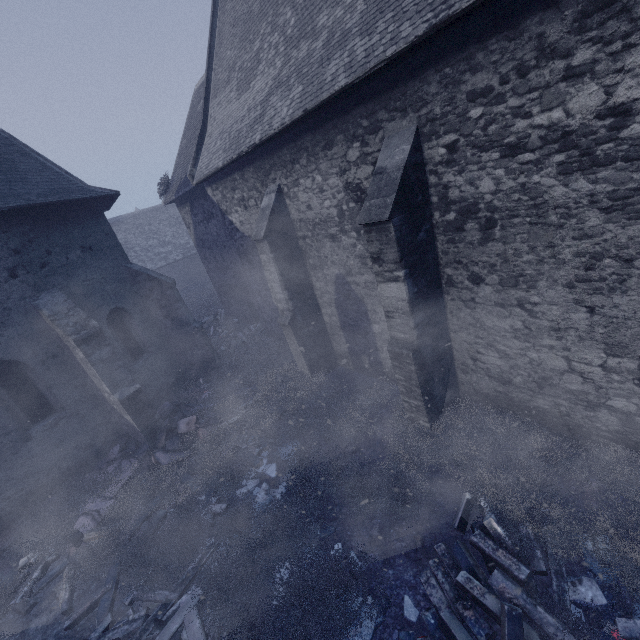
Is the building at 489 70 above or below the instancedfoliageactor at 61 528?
above

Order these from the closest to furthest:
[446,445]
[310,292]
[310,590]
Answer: [310,590]
[446,445]
[310,292]

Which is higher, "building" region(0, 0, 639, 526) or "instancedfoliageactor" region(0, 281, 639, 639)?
"building" region(0, 0, 639, 526)
